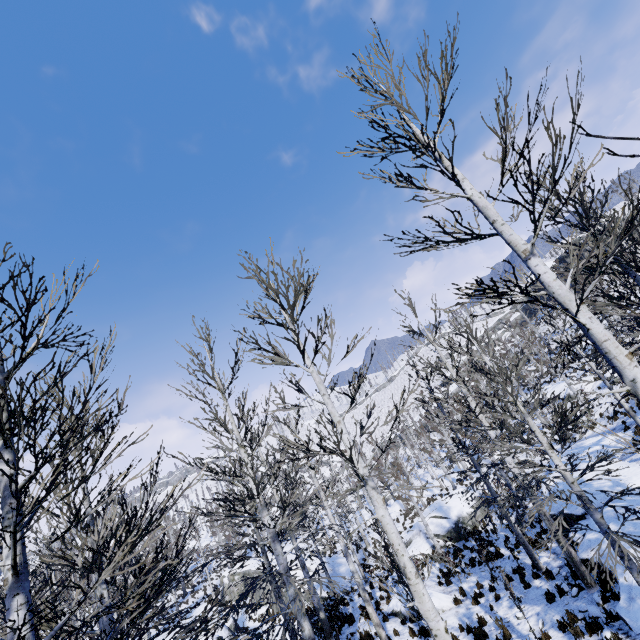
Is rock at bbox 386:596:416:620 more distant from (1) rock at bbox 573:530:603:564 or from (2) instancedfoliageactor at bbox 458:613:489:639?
(1) rock at bbox 573:530:603:564

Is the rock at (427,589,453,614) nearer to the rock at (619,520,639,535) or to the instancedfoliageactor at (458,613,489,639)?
the instancedfoliageactor at (458,613,489,639)

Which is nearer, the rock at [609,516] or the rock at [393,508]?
the rock at [609,516]

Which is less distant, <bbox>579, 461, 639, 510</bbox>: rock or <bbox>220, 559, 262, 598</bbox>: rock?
<bbox>579, 461, 639, 510</bbox>: rock

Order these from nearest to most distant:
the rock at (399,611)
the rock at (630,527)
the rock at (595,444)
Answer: Answer:
the rock at (630,527)
the rock at (399,611)
the rock at (595,444)

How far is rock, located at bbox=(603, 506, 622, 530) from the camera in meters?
10.7 m

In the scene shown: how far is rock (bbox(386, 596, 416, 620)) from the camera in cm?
1440

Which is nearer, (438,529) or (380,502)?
(380,502)
